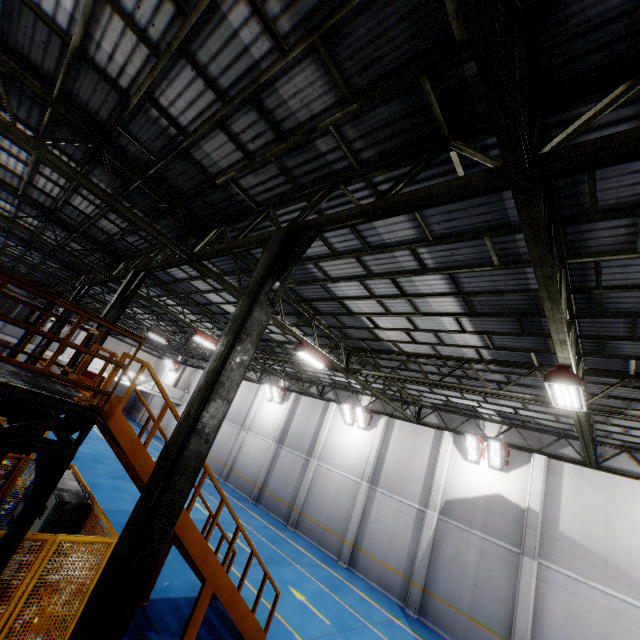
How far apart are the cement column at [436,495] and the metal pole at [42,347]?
19.6m

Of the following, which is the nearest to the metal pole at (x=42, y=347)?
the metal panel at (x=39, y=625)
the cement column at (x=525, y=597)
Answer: the metal panel at (x=39, y=625)

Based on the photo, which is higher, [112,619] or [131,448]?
[131,448]

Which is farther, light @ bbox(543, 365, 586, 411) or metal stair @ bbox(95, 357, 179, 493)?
light @ bbox(543, 365, 586, 411)

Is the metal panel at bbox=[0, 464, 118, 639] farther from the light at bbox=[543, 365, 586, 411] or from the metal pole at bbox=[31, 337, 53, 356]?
the light at bbox=[543, 365, 586, 411]

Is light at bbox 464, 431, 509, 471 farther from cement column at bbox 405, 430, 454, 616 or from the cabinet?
the cabinet

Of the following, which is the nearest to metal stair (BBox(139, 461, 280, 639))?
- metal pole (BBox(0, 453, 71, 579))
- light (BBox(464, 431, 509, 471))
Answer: metal pole (BBox(0, 453, 71, 579))

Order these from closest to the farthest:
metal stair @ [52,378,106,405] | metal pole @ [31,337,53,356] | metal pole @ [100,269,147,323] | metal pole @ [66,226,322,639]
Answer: metal pole @ [66,226,322,639]
metal stair @ [52,378,106,405]
metal pole @ [100,269,147,323]
metal pole @ [31,337,53,356]
